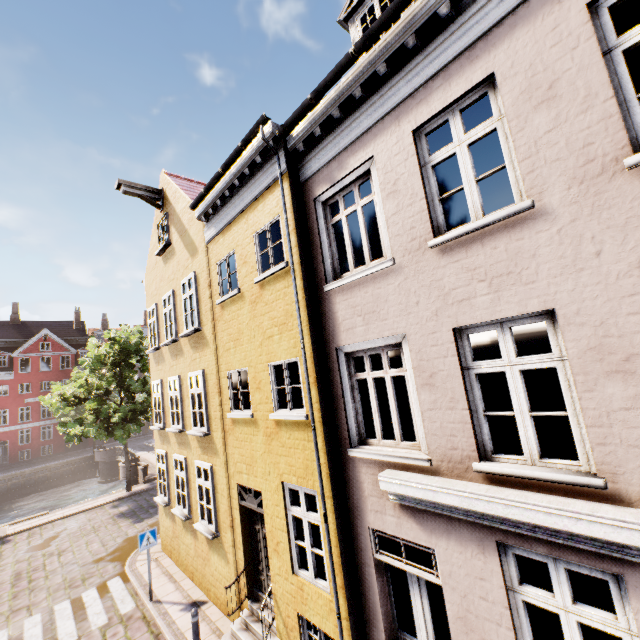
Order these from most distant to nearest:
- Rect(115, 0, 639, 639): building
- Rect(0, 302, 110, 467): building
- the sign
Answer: Rect(0, 302, 110, 467): building < the sign < Rect(115, 0, 639, 639): building

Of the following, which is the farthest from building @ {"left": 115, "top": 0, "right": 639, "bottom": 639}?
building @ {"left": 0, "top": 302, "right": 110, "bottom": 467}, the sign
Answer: building @ {"left": 0, "top": 302, "right": 110, "bottom": 467}

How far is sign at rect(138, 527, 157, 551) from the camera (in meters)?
9.53

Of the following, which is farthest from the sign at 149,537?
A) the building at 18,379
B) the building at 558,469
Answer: the building at 18,379

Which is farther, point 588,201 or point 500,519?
point 500,519

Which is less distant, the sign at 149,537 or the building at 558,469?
the building at 558,469

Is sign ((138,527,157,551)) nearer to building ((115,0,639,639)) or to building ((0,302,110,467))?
building ((115,0,639,639))
